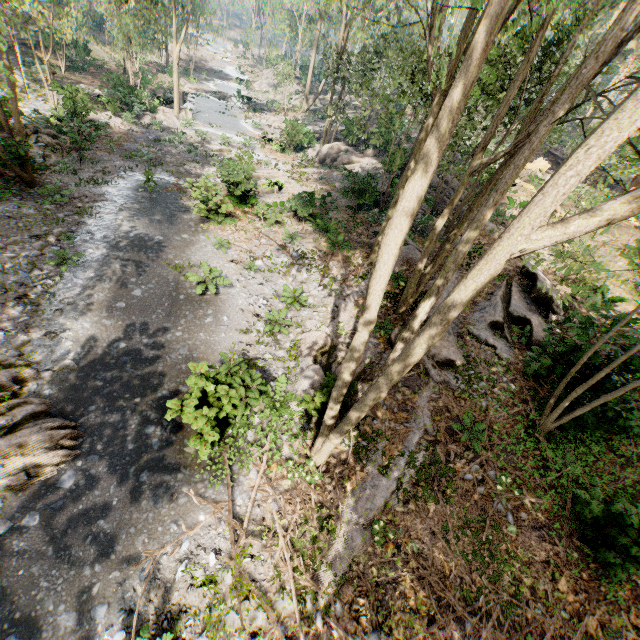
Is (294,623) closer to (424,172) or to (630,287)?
(424,172)

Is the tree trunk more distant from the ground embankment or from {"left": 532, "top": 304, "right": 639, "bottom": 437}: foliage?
the ground embankment

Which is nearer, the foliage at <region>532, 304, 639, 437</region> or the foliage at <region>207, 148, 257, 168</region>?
the foliage at <region>532, 304, 639, 437</region>

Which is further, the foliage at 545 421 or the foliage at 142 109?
the foliage at 142 109

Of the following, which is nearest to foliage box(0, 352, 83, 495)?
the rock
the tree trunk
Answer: the rock

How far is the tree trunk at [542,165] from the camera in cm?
2497

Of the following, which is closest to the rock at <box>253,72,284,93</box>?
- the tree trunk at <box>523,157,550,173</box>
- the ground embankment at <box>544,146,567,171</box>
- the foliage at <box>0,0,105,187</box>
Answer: the foliage at <box>0,0,105,187</box>
